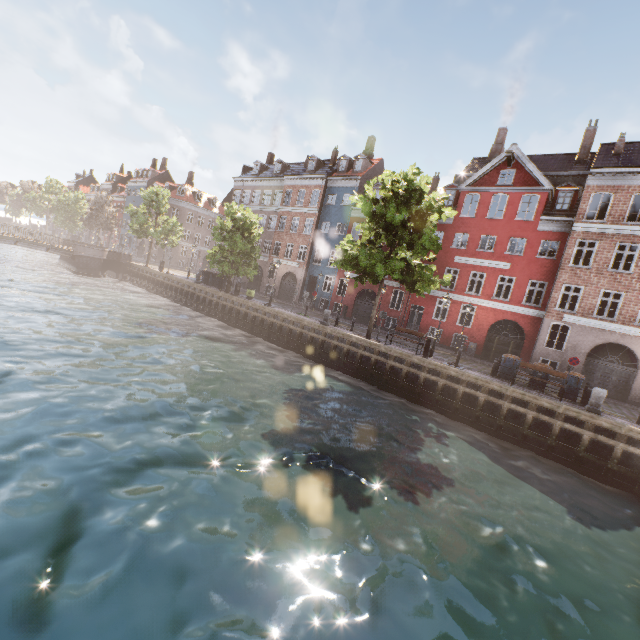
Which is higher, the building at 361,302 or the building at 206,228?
the building at 206,228

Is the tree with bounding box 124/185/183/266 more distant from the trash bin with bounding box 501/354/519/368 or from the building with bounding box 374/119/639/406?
the trash bin with bounding box 501/354/519/368

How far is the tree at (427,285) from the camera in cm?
1681

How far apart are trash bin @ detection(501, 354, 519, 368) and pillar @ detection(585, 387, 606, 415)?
3.3m

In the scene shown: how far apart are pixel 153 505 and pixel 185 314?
22.9m

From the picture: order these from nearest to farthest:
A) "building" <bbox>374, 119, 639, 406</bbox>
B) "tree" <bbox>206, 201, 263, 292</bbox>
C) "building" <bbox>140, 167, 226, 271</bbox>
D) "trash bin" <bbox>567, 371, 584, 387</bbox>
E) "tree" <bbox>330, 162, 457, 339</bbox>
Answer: "trash bin" <bbox>567, 371, 584, 387</bbox> → "tree" <bbox>330, 162, 457, 339</bbox> → "building" <bbox>374, 119, 639, 406</bbox> → "tree" <bbox>206, 201, 263, 292</bbox> → "building" <bbox>140, 167, 226, 271</bbox>

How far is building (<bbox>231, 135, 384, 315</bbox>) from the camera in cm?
3282
